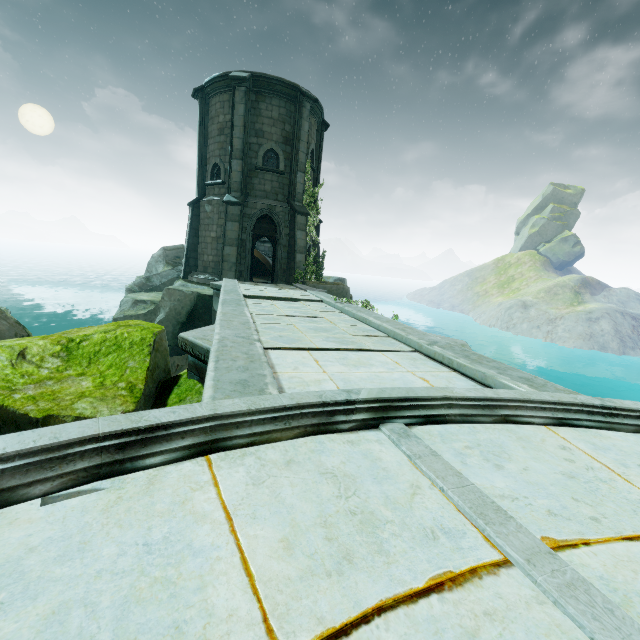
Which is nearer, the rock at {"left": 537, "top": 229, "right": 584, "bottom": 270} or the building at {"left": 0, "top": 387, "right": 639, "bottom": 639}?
the building at {"left": 0, "top": 387, "right": 639, "bottom": 639}

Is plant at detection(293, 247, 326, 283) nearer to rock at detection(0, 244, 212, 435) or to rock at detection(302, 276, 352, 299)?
rock at detection(302, 276, 352, 299)

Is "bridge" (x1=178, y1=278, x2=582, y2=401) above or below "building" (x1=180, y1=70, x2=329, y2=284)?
below

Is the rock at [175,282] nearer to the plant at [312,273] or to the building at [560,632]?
the building at [560,632]

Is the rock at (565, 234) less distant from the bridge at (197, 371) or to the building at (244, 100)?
the building at (244, 100)

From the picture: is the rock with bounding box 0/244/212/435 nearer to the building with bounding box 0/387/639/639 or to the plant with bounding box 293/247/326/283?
the building with bounding box 0/387/639/639

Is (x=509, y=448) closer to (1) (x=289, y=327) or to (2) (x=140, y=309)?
(1) (x=289, y=327)

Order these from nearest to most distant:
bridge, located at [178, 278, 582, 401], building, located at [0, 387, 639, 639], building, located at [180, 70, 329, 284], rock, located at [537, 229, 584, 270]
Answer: building, located at [0, 387, 639, 639], bridge, located at [178, 278, 582, 401], building, located at [180, 70, 329, 284], rock, located at [537, 229, 584, 270]
